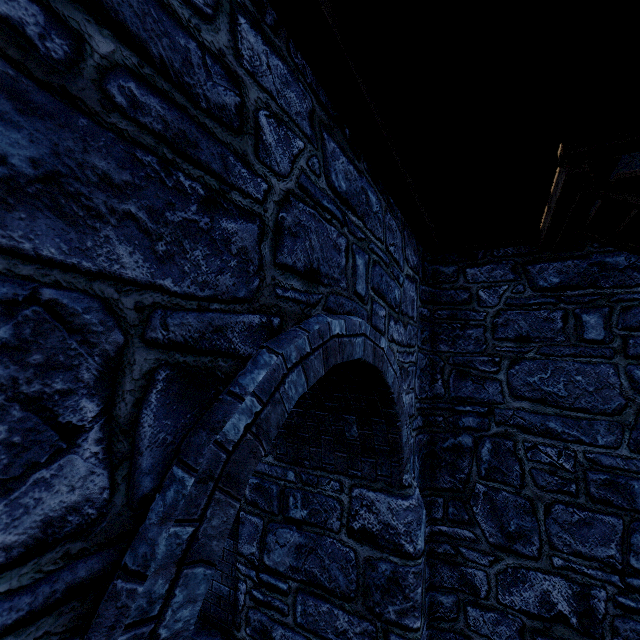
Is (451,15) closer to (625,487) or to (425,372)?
(425,372)
